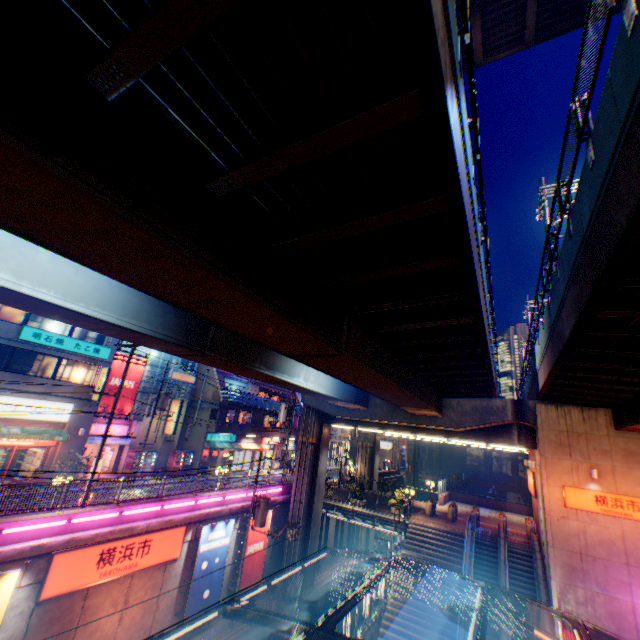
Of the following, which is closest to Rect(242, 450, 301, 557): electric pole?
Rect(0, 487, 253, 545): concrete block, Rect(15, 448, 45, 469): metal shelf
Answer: Rect(0, 487, 253, 545): concrete block

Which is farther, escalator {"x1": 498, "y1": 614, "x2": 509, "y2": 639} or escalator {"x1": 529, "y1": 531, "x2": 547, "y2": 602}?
escalator {"x1": 529, "y1": 531, "x2": 547, "y2": 602}

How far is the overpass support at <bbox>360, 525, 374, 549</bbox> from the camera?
35.1m

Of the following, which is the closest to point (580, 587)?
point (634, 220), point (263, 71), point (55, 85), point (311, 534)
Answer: point (311, 534)

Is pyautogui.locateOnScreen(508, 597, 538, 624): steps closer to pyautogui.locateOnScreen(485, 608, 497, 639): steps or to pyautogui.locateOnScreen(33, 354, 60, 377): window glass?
pyautogui.locateOnScreen(485, 608, 497, 639): steps

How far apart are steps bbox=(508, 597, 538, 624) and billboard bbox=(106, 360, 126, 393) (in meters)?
30.28

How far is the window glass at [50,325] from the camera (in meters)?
22.05

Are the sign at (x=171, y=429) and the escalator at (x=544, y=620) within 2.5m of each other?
no
